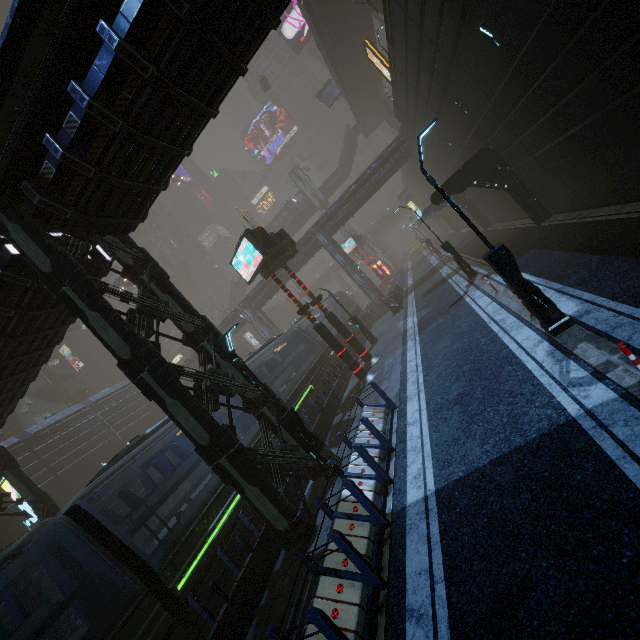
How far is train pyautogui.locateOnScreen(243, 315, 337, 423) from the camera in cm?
1703

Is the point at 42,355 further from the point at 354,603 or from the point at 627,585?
→ the point at 627,585

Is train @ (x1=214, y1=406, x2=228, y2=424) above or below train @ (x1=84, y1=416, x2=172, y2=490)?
below

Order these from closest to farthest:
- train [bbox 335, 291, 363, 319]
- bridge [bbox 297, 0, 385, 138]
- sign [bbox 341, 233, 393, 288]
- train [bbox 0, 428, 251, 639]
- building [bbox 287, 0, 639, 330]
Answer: train [bbox 0, 428, 251, 639], building [bbox 287, 0, 639, 330], bridge [bbox 297, 0, 385, 138], train [bbox 335, 291, 363, 319], sign [bbox 341, 233, 393, 288]

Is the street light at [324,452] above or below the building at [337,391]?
above

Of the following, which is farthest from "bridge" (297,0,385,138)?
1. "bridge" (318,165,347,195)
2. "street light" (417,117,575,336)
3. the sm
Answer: "street light" (417,117,575,336)

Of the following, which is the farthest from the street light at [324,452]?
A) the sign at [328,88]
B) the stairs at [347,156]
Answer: the stairs at [347,156]

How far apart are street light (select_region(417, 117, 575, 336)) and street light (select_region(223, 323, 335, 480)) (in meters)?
6.64
